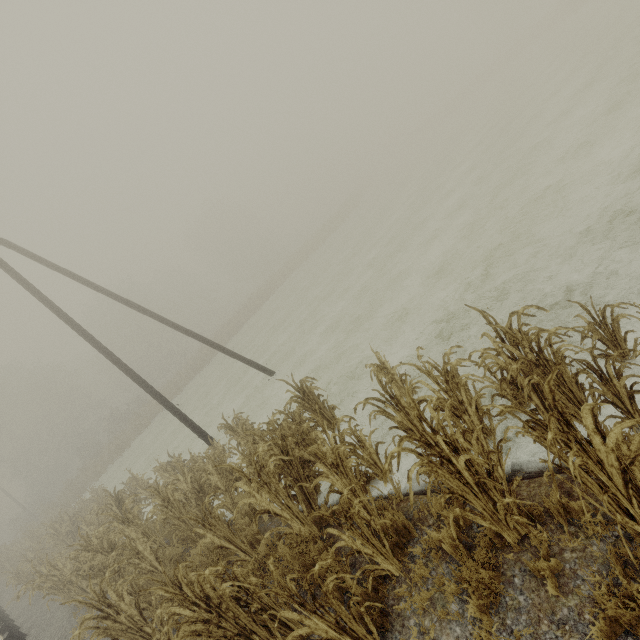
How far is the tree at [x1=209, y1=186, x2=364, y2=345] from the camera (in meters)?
38.56

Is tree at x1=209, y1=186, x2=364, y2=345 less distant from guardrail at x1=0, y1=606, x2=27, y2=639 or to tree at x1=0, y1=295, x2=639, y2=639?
tree at x1=0, y1=295, x2=639, y2=639

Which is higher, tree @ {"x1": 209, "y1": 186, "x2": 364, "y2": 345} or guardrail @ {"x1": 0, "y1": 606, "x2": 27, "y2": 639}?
tree @ {"x1": 209, "y1": 186, "x2": 364, "y2": 345}

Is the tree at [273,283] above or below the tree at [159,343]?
below

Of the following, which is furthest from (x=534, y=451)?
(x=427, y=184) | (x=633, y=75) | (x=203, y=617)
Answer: (x=427, y=184)

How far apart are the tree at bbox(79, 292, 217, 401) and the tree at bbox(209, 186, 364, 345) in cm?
2211

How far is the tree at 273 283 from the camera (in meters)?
38.56

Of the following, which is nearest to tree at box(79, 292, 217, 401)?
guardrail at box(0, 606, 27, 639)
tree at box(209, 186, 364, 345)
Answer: tree at box(209, 186, 364, 345)
